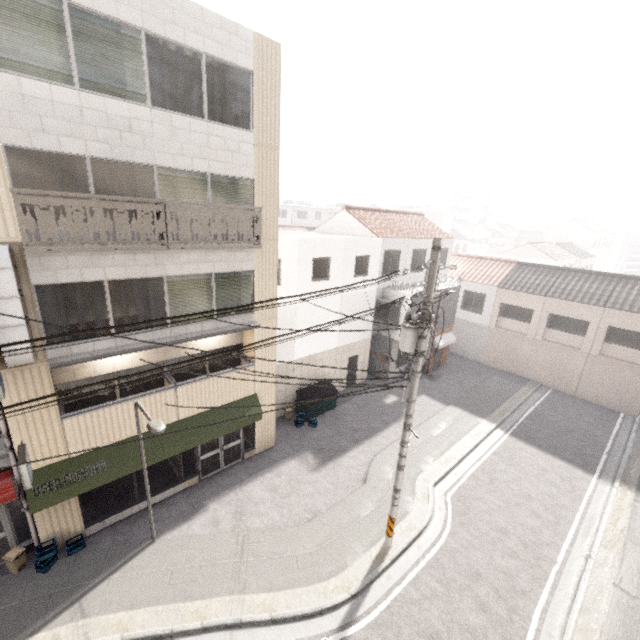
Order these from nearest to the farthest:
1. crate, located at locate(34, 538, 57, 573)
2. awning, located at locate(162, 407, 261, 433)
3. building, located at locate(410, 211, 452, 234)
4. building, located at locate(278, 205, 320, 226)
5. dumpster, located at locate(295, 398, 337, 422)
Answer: crate, located at locate(34, 538, 57, 573) → awning, located at locate(162, 407, 261, 433) → dumpster, located at locate(295, 398, 337, 422) → building, located at locate(410, 211, 452, 234) → building, located at locate(278, 205, 320, 226)

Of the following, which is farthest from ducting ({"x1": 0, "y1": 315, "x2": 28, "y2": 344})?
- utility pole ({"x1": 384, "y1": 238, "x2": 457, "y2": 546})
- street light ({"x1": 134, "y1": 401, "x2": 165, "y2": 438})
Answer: utility pole ({"x1": 384, "y1": 238, "x2": 457, "y2": 546})

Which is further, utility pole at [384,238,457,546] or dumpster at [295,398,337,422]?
dumpster at [295,398,337,422]

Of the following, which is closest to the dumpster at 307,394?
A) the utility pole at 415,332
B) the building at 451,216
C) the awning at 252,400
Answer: the awning at 252,400

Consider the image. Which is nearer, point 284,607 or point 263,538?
point 284,607

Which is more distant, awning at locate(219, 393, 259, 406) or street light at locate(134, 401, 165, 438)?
awning at locate(219, 393, 259, 406)

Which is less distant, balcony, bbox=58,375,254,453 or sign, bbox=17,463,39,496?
sign, bbox=17,463,39,496

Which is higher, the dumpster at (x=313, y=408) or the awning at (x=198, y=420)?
the awning at (x=198, y=420)
